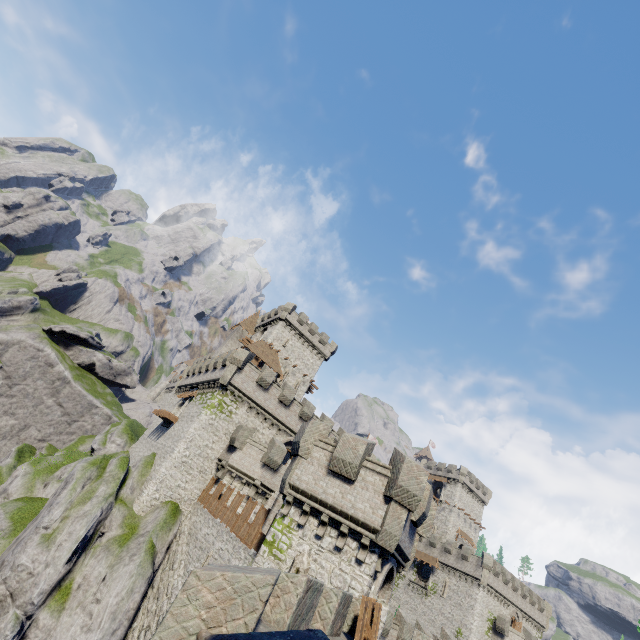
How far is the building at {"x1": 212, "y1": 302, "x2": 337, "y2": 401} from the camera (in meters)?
46.09

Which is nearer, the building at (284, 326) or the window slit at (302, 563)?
the window slit at (302, 563)

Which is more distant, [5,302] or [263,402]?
[5,302]

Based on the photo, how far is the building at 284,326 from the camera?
46.1m

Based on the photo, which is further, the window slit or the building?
the building

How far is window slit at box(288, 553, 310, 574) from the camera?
13.41m

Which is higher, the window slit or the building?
the building
